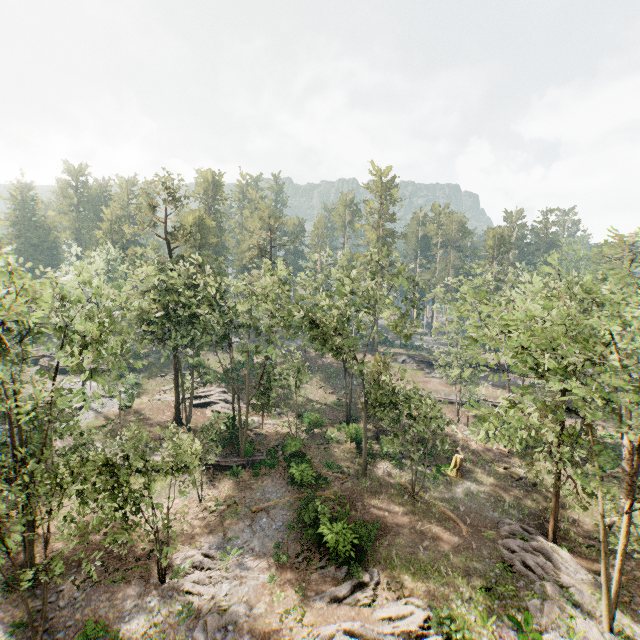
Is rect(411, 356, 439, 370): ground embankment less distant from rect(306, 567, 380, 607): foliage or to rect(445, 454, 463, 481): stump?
rect(306, 567, 380, 607): foliage

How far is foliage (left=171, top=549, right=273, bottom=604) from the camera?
18.31m

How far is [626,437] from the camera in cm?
1295

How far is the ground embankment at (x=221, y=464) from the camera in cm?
2934

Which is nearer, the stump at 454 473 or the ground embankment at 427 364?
the stump at 454 473

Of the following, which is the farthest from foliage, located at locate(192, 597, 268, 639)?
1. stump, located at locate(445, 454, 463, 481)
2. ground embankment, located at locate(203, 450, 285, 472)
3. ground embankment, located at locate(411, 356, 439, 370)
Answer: stump, located at locate(445, 454, 463, 481)

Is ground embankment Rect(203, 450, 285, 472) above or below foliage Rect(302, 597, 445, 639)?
above

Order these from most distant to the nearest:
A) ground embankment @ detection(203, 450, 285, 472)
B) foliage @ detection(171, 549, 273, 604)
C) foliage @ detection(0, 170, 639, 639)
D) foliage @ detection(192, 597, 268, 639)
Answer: ground embankment @ detection(203, 450, 285, 472) < foliage @ detection(171, 549, 273, 604) < foliage @ detection(192, 597, 268, 639) < foliage @ detection(0, 170, 639, 639)
